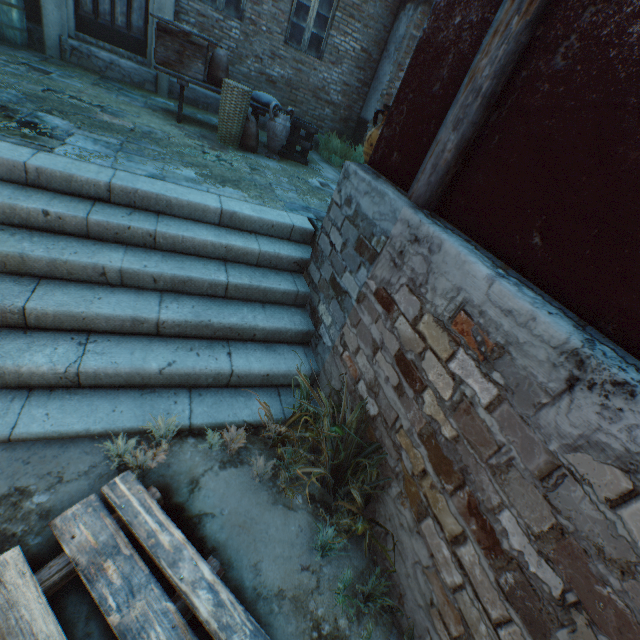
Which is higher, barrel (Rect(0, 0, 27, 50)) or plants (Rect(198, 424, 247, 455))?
barrel (Rect(0, 0, 27, 50))

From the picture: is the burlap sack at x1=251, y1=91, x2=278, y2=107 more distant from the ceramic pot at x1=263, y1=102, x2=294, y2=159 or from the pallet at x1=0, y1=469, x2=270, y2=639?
the pallet at x1=0, y1=469, x2=270, y2=639

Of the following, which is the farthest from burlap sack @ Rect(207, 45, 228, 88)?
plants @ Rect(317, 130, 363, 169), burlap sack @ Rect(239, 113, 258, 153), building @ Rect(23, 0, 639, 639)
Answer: plants @ Rect(317, 130, 363, 169)

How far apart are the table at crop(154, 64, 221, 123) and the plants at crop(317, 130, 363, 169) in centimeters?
196cm

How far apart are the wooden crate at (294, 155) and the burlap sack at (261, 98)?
0.1 meters

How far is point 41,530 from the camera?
1.75m

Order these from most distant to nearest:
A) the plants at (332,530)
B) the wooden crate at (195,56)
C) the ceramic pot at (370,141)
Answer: the wooden crate at (195,56)
the ceramic pot at (370,141)
the plants at (332,530)

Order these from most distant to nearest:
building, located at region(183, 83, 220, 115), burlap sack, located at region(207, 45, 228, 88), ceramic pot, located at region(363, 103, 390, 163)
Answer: building, located at region(183, 83, 220, 115) → burlap sack, located at region(207, 45, 228, 88) → ceramic pot, located at region(363, 103, 390, 163)
